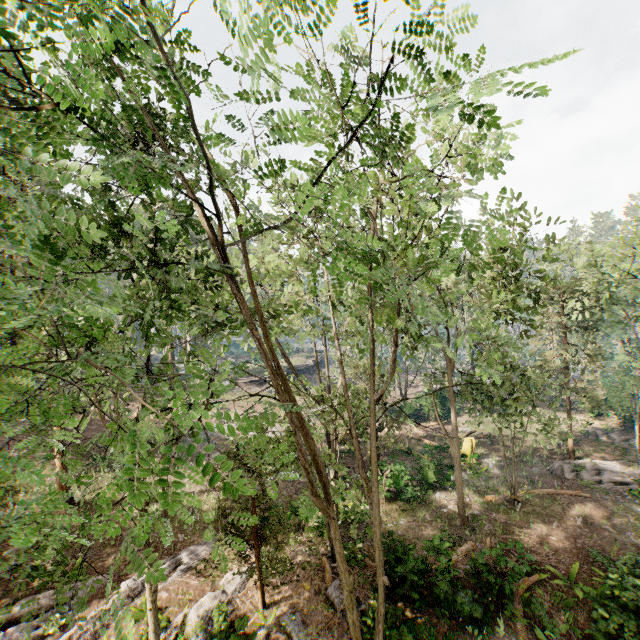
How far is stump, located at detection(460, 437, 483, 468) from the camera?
25.0m

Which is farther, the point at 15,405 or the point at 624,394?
the point at 624,394

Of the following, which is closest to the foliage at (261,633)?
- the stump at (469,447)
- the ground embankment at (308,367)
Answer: the ground embankment at (308,367)

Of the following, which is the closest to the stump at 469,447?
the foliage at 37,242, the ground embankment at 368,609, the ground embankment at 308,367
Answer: the foliage at 37,242

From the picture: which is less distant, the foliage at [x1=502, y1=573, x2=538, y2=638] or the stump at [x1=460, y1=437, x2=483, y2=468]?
the foliage at [x1=502, y1=573, x2=538, y2=638]

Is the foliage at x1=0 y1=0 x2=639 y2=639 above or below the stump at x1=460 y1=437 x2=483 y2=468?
above

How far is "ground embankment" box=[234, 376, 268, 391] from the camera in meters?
44.0 m

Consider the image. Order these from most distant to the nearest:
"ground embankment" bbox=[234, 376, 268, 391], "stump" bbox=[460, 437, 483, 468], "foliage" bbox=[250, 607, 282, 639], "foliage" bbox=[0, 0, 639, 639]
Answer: "ground embankment" bbox=[234, 376, 268, 391], "stump" bbox=[460, 437, 483, 468], "foliage" bbox=[250, 607, 282, 639], "foliage" bbox=[0, 0, 639, 639]
